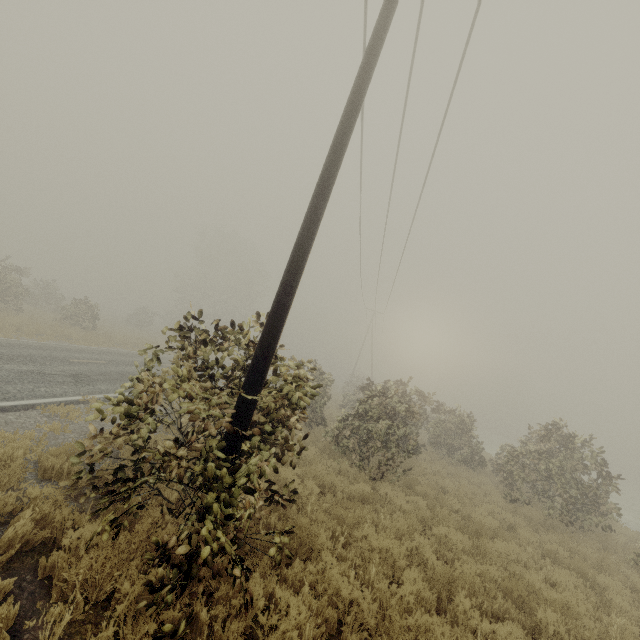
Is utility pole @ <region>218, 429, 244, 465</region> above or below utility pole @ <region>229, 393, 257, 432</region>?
below

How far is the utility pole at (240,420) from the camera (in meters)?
4.20

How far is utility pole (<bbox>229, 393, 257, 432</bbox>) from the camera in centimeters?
420cm

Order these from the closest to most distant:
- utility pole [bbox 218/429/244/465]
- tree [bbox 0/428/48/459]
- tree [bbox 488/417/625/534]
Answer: utility pole [bbox 218/429/244/465] → tree [bbox 0/428/48/459] → tree [bbox 488/417/625/534]

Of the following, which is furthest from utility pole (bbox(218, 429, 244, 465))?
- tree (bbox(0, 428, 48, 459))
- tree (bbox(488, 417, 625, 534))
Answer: tree (bbox(488, 417, 625, 534))

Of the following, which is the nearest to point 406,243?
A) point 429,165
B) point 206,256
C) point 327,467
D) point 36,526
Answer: point 429,165
